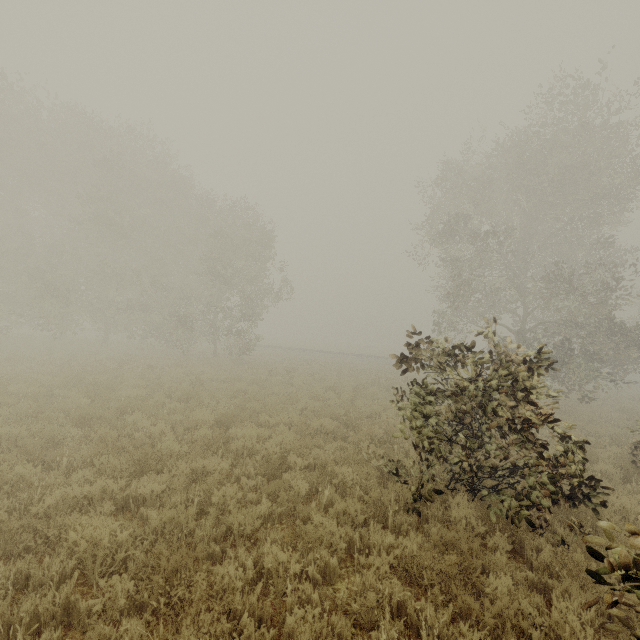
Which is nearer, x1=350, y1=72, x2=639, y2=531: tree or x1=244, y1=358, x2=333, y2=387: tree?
x1=350, y1=72, x2=639, y2=531: tree

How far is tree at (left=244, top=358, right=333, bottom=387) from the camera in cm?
1688

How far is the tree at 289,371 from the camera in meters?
16.9 m

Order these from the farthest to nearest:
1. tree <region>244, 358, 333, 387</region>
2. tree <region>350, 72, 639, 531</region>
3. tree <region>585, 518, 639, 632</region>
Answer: tree <region>244, 358, 333, 387</region>
tree <region>350, 72, 639, 531</region>
tree <region>585, 518, 639, 632</region>

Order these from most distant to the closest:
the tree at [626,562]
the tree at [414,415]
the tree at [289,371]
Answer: the tree at [289,371] < the tree at [414,415] < the tree at [626,562]

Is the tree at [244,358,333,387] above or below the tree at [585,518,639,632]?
below

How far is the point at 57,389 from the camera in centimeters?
1116cm
